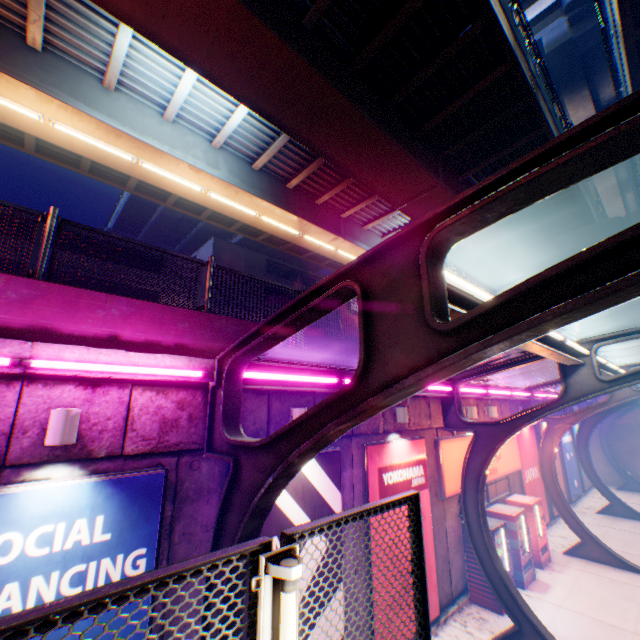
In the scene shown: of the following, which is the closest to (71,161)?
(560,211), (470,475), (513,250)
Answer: (470,475)

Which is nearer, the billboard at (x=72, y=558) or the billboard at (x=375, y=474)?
the billboard at (x=72, y=558)

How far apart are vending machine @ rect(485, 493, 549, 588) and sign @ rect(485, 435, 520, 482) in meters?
0.8 m

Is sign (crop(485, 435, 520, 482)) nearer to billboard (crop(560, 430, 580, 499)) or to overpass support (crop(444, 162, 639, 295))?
billboard (crop(560, 430, 580, 499))

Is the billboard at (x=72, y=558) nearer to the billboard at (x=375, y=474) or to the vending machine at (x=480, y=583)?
the billboard at (x=375, y=474)

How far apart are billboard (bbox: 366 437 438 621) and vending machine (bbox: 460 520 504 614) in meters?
1.6

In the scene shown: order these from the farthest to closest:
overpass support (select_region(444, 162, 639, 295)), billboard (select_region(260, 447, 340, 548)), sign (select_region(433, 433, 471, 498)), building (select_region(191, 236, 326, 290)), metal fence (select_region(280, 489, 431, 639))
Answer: building (select_region(191, 236, 326, 290)) → overpass support (select_region(444, 162, 639, 295)) → sign (select_region(433, 433, 471, 498)) → billboard (select_region(260, 447, 340, 548)) → metal fence (select_region(280, 489, 431, 639))

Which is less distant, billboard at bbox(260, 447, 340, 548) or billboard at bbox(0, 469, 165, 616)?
billboard at bbox(0, 469, 165, 616)
